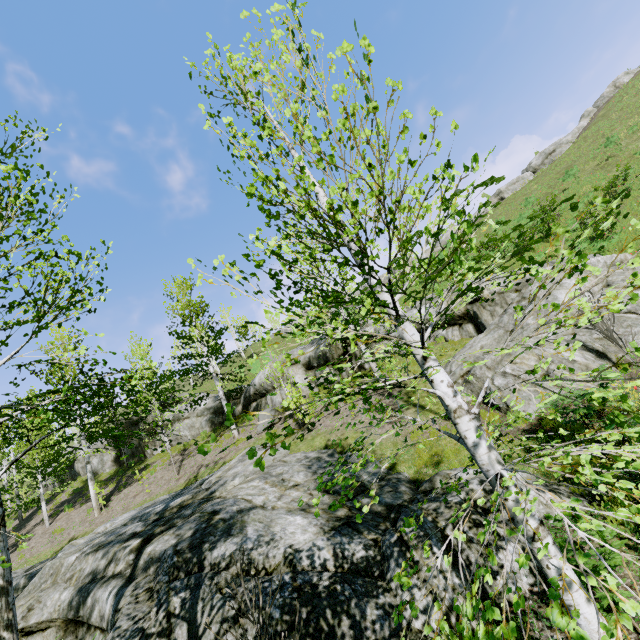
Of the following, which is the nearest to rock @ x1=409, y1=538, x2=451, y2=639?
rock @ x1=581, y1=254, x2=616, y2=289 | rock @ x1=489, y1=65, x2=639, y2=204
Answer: rock @ x1=581, y1=254, x2=616, y2=289

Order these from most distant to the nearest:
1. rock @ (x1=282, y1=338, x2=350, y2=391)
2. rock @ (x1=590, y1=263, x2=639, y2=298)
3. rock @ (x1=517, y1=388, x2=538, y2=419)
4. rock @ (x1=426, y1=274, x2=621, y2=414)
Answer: rock @ (x1=282, y1=338, x2=350, y2=391), rock @ (x1=590, y1=263, x2=639, y2=298), rock @ (x1=426, y1=274, x2=621, y2=414), rock @ (x1=517, y1=388, x2=538, y2=419)

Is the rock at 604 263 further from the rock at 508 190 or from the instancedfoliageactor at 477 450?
the rock at 508 190

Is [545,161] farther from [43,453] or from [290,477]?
[43,453]

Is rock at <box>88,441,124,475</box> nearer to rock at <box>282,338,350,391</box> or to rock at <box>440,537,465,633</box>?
rock at <box>282,338,350,391</box>

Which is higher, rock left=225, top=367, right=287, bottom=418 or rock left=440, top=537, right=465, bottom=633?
rock left=225, top=367, right=287, bottom=418

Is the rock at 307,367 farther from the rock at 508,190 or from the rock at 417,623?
the rock at 508,190

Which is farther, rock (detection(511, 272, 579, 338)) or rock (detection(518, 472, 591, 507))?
rock (detection(511, 272, 579, 338))
